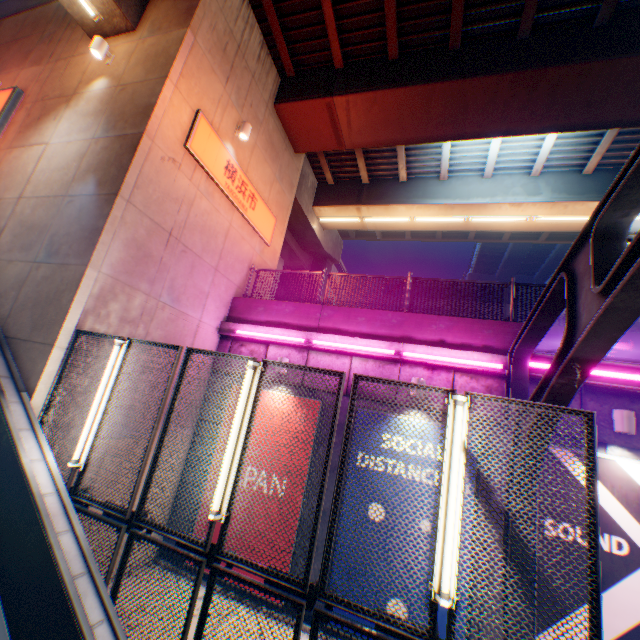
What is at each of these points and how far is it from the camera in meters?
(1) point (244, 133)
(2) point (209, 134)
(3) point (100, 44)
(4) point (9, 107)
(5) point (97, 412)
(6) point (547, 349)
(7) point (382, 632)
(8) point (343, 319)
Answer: (1) street lamp, 9.0 m
(2) sign, 8.1 m
(3) street lamp, 7.5 m
(4) sign, 8.4 m
(5) street lamp, 4.9 m
(6) concrete block, 7.0 m
(7) metal fence, 3.1 m
(8) concrete block, 8.6 m

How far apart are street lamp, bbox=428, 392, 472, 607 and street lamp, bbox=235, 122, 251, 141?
8.9 meters

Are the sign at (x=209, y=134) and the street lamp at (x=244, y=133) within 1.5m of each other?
yes

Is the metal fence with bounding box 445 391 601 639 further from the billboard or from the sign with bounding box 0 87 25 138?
the sign with bounding box 0 87 25 138

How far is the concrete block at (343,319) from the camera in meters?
7.4 m

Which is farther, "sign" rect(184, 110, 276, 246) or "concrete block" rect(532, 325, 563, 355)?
"sign" rect(184, 110, 276, 246)

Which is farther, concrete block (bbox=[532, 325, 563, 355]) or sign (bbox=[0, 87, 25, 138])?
sign (bbox=[0, 87, 25, 138])

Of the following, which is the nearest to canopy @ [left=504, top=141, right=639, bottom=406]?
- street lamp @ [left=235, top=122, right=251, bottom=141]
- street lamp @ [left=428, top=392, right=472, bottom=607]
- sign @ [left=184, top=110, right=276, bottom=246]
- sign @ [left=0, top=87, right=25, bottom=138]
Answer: street lamp @ [left=428, top=392, right=472, bottom=607]
